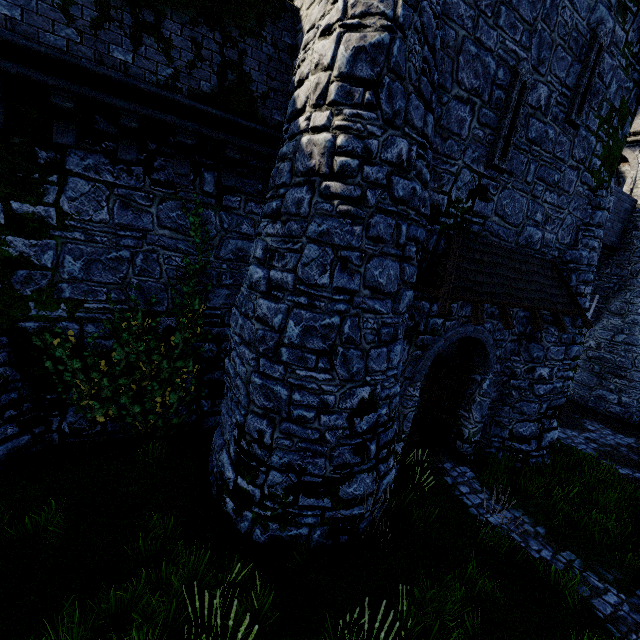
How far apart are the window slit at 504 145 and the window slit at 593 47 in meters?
1.6

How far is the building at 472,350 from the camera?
7.6 meters

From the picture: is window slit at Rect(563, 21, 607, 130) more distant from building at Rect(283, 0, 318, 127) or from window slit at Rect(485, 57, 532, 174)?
window slit at Rect(485, 57, 532, 174)

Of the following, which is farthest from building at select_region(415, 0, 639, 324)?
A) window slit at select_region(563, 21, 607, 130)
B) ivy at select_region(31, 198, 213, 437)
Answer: ivy at select_region(31, 198, 213, 437)

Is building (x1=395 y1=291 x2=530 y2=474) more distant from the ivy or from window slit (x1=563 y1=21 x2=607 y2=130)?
the ivy

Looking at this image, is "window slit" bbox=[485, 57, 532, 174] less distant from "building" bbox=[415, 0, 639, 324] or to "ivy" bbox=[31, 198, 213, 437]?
"building" bbox=[415, 0, 639, 324]

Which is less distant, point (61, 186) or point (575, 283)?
point (61, 186)

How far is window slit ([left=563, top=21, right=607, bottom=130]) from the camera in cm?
745
